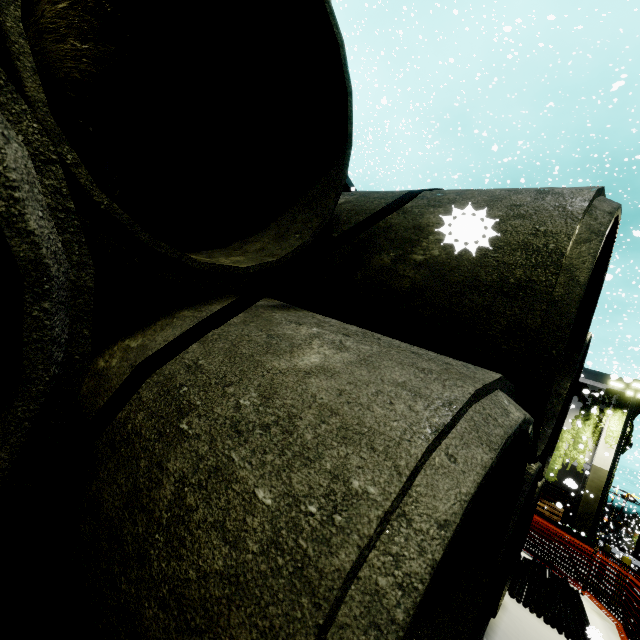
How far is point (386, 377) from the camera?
1.1m

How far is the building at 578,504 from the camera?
18.7 meters

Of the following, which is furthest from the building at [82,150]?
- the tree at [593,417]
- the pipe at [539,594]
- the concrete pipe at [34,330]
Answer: the pipe at [539,594]

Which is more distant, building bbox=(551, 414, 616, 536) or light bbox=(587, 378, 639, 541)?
building bbox=(551, 414, 616, 536)

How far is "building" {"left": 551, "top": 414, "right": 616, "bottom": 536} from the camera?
18.7m

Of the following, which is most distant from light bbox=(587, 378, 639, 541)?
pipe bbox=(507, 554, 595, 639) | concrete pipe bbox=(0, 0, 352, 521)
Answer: concrete pipe bbox=(0, 0, 352, 521)

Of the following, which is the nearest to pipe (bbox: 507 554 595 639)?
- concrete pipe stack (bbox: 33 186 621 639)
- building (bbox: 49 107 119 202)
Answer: concrete pipe stack (bbox: 33 186 621 639)

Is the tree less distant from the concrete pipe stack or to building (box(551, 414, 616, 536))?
building (box(551, 414, 616, 536))
